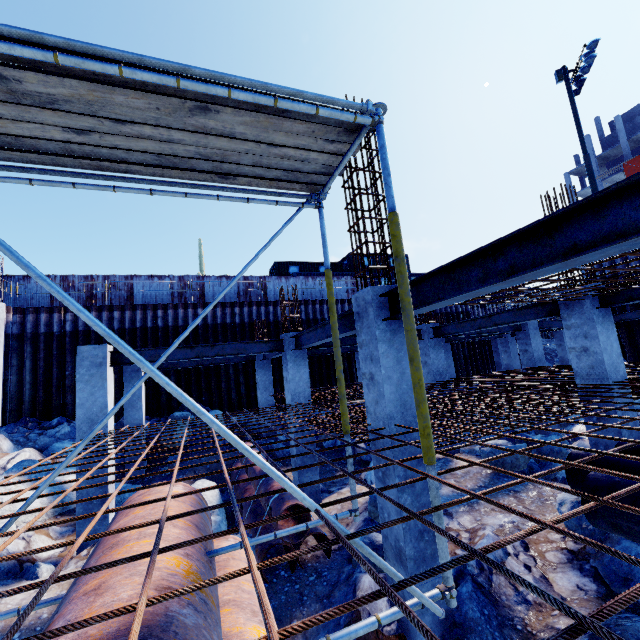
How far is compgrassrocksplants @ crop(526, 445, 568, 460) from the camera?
8.6 meters

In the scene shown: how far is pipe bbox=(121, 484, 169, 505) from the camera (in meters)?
3.87

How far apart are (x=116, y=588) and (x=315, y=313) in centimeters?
1827cm

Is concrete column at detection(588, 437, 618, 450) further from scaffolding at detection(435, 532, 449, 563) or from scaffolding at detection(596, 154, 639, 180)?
scaffolding at detection(596, 154, 639, 180)

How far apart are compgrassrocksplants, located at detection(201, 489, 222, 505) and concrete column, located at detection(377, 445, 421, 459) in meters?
4.9 m

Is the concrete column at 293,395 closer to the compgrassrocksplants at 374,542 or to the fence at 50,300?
the compgrassrocksplants at 374,542

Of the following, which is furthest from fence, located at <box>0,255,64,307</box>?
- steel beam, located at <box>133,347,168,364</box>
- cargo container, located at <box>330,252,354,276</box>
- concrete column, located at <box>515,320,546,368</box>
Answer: concrete column, located at <box>515,320,546,368</box>

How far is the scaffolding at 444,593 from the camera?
2.2m
